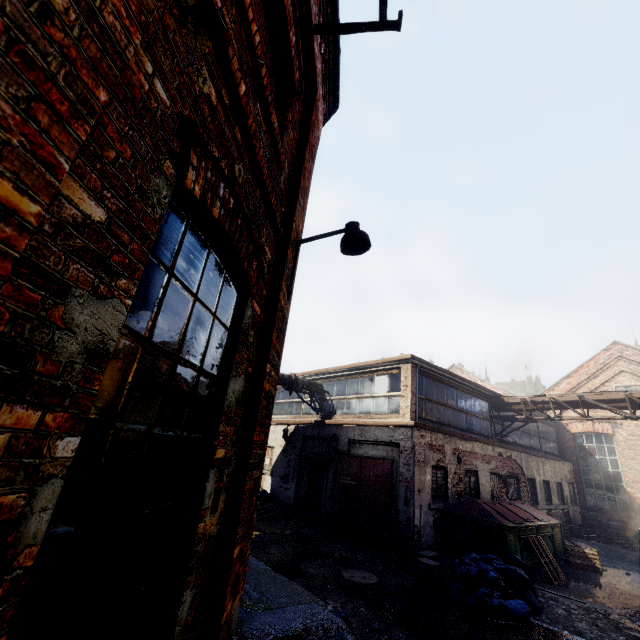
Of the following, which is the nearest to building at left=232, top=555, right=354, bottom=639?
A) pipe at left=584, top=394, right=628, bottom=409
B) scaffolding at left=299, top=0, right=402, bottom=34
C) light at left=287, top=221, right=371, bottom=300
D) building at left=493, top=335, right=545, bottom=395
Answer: light at left=287, top=221, right=371, bottom=300

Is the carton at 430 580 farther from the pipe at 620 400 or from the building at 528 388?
the building at 528 388

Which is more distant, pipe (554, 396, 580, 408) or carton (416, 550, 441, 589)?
pipe (554, 396, 580, 408)

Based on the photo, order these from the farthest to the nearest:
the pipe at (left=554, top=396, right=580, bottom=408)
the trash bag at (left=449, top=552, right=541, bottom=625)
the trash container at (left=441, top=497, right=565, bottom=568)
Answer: the pipe at (left=554, top=396, right=580, bottom=408) → the trash container at (left=441, top=497, right=565, bottom=568) → the trash bag at (left=449, top=552, right=541, bottom=625)

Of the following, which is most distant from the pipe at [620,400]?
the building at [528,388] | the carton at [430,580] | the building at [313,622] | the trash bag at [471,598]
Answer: the building at [528,388]

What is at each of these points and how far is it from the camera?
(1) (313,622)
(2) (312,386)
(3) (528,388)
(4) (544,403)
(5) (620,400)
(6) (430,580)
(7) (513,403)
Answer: (1) building, 3.46m
(2) pipe, 14.97m
(3) building, 55.00m
(4) pipe, 13.93m
(5) pipe, 12.10m
(6) carton, 7.61m
(7) pipe, 14.83m

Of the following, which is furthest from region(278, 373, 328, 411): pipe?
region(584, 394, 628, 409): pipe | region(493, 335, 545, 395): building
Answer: region(493, 335, 545, 395): building

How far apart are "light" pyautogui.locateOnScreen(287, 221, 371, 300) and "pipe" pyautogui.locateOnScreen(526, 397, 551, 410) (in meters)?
13.77
